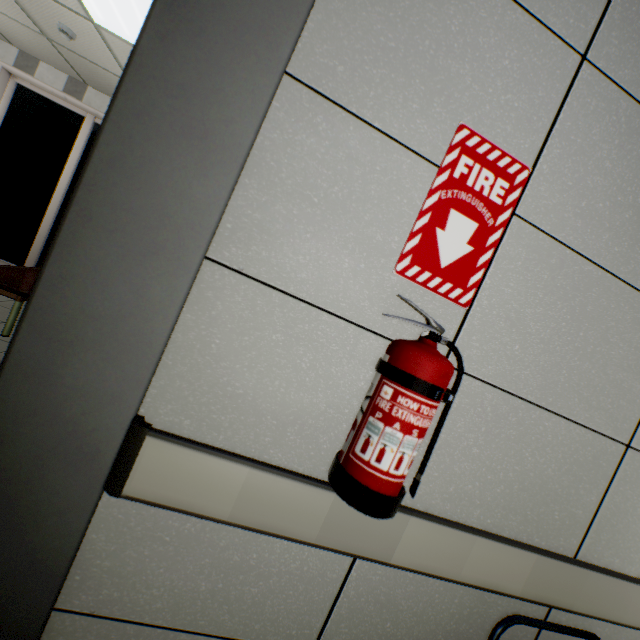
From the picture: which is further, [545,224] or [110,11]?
[110,11]

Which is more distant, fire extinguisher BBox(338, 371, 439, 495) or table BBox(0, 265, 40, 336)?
table BBox(0, 265, 40, 336)

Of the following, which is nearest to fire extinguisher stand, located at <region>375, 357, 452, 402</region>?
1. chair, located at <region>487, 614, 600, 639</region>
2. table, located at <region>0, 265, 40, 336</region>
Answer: chair, located at <region>487, 614, 600, 639</region>

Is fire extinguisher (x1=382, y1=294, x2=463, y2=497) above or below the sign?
below

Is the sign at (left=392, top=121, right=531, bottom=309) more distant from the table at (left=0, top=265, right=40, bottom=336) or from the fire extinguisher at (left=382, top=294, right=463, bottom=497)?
the table at (left=0, top=265, right=40, bottom=336)

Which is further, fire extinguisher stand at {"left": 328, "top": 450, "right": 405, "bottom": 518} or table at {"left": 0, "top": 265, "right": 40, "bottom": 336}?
table at {"left": 0, "top": 265, "right": 40, "bottom": 336}

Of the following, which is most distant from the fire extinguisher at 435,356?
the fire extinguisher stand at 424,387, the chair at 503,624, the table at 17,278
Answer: the table at 17,278

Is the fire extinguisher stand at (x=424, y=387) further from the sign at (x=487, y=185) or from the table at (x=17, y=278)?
the table at (x=17, y=278)
